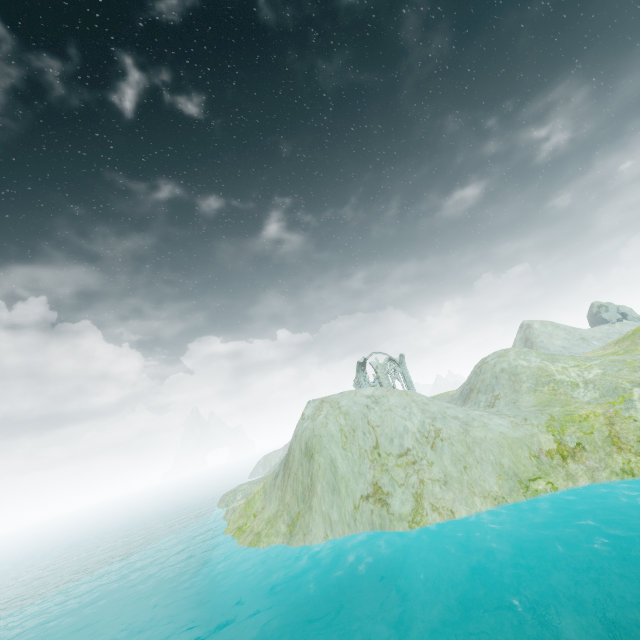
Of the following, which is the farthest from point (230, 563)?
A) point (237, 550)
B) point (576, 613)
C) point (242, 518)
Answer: point (576, 613)

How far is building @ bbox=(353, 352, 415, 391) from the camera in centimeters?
5106cm

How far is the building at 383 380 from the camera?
51.1m
